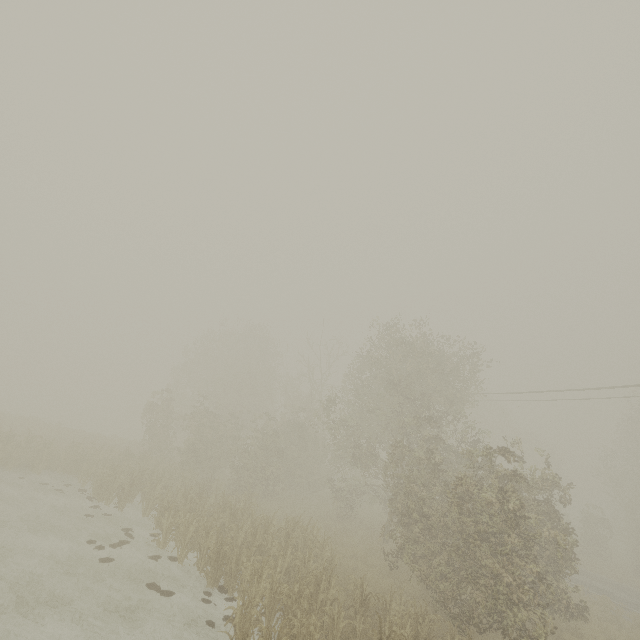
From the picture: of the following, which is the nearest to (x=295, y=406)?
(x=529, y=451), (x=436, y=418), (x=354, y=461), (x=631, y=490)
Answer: (x=354, y=461)
